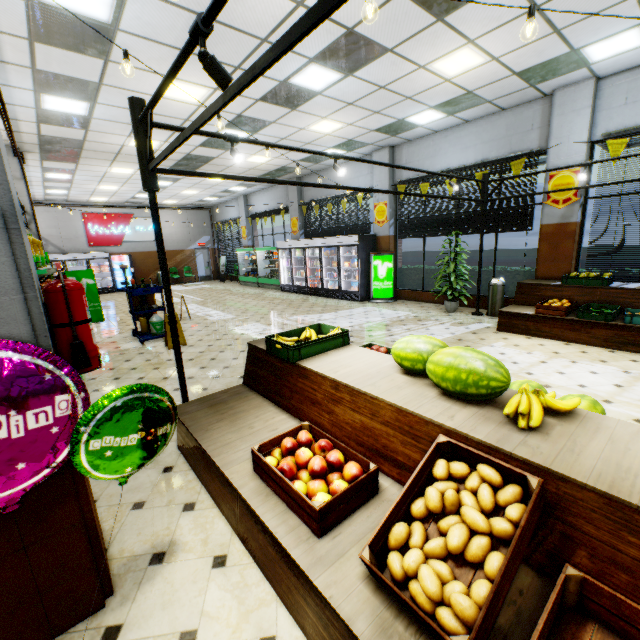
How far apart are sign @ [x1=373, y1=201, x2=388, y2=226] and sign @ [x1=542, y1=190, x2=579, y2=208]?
4.5m

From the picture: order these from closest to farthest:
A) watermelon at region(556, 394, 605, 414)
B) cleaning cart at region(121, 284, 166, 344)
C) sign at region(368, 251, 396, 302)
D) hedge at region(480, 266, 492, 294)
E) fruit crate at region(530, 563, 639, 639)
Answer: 1. fruit crate at region(530, 563, 639, 639)
2. watermelon at region(556, 394, 605, 414)
3. cleaning cart at region(121, 284, 166, 344)
4. hedge at region(480, 266, 492, 294)
5. sign at region(368, 251, 396, 302)

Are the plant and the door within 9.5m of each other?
no

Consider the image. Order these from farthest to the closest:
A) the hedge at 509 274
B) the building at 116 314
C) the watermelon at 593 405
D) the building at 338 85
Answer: the hedge at 509 274 < the building at 116 314 < the building at 338 85 < the watermelon at 593 405

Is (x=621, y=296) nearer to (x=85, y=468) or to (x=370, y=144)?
(x=370, y=144)

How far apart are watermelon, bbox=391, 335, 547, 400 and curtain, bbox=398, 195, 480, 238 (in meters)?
6.99

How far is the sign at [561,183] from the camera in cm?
685

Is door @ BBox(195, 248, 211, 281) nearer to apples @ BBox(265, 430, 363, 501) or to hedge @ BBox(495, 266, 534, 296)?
hedge @ BBox(495, 266, 534, 296)
